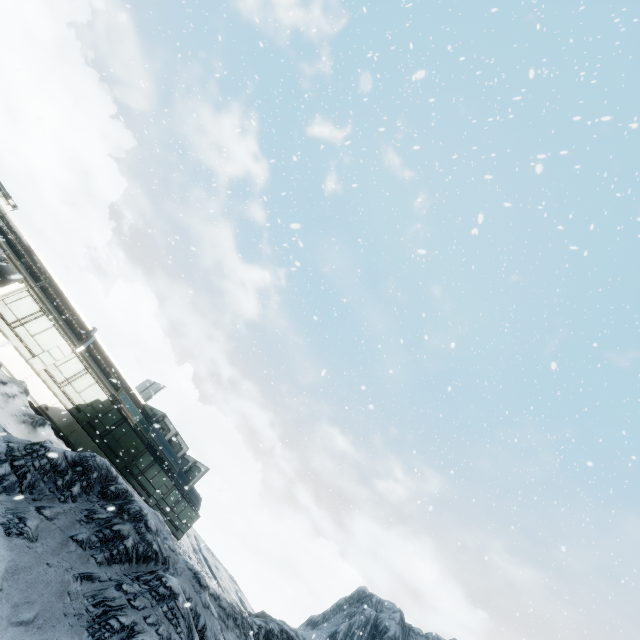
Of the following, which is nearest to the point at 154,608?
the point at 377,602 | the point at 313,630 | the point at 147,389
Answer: the point at 147,389
